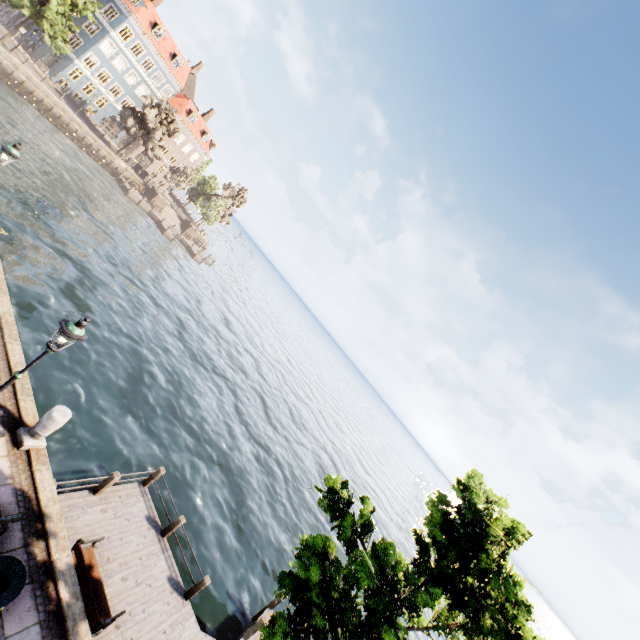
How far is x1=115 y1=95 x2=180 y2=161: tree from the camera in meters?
41.7

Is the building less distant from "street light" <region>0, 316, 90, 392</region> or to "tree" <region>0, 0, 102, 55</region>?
"tree" <region>0, 0, 102, 55</region>

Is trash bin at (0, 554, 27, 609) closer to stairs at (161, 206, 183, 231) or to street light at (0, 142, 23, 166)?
street light at (0, 142, 23, 166)

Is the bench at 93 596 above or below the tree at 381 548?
below

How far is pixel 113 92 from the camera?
51.6m

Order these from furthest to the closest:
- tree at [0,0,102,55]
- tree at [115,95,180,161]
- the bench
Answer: tree at [115,95,180,161] → tree at [0,0,102,55] → the bench

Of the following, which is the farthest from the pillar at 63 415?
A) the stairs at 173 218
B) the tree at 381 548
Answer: the stairs at 173 218

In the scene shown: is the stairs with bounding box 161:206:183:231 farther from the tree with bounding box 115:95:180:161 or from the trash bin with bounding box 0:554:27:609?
the trash bin with bounding box 0:554:27:609
